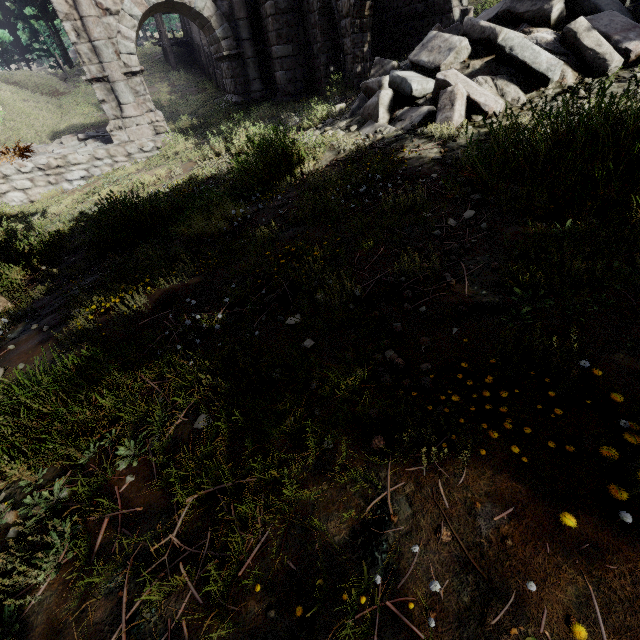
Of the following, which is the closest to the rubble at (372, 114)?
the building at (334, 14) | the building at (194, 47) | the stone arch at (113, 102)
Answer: the building at (334, 14)

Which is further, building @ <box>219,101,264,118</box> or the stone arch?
building @ <box>219,101,264,118</box>

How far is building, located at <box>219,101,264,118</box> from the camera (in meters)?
13.89

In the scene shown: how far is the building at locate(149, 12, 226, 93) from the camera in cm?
2206

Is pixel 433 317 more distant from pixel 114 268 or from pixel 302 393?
pixel 114 268

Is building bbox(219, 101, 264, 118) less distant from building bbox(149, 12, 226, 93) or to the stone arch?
the stone arch

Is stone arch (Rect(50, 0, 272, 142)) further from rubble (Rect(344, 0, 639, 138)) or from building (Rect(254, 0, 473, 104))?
rubble (Rect(344, 0, 639, 138))

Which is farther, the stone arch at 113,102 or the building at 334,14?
the stone arch at 113,102
